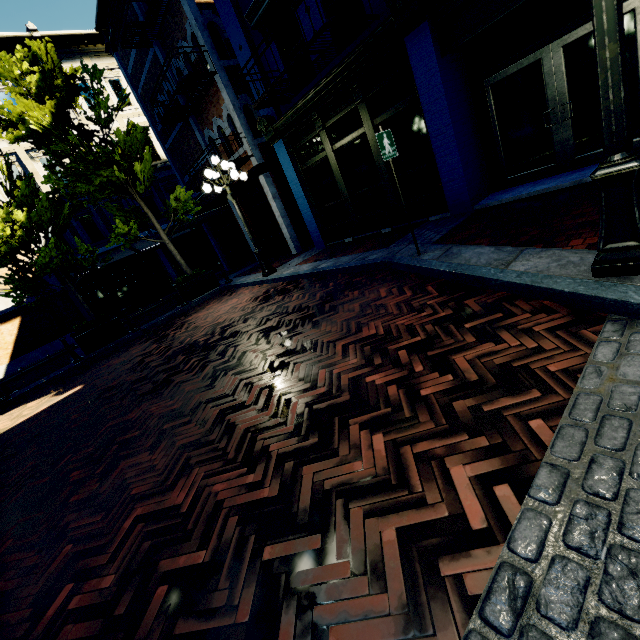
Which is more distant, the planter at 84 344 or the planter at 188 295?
the planter at 188 295

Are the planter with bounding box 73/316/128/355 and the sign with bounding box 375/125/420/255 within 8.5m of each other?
no

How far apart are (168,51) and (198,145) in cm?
422

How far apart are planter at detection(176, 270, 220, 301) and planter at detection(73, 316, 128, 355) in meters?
2.3

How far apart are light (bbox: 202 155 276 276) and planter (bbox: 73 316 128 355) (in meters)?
4.93

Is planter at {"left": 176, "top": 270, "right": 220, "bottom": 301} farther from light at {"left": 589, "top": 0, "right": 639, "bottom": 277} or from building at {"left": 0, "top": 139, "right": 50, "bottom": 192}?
light at {"left": 589, "top": 0, "right": 639, "bottom": 277}

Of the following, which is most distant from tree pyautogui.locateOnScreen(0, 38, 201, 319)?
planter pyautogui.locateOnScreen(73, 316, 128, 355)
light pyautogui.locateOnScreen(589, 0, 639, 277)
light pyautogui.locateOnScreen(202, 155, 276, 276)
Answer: light pyautogui.locateOnScreen(202, 155, 276, 276)

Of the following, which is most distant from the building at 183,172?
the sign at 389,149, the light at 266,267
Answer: the sign at 389,149
